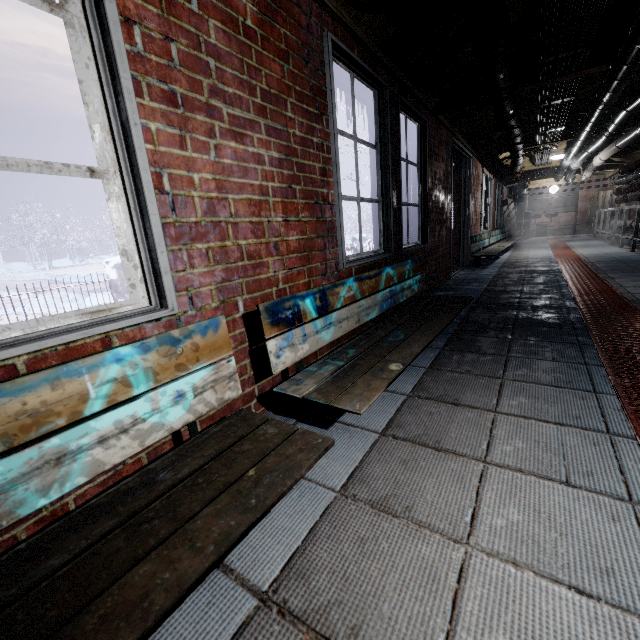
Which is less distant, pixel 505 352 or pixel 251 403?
pixel 251 403

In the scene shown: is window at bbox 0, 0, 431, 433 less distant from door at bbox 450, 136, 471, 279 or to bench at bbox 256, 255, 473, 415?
bench at bbox 256, 255, 473, 415

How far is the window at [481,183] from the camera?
6.5m

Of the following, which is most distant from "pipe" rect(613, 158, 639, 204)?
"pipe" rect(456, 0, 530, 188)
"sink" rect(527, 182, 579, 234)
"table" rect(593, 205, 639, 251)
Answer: "sink" rect(527, 182, 579, 234)

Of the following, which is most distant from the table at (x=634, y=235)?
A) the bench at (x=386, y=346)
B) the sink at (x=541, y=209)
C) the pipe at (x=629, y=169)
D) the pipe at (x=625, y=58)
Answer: the sink at (x=541, y=209)

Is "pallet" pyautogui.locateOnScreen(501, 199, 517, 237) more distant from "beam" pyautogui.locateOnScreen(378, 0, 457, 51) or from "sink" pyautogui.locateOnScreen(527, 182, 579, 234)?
"beam" pyautogui.locateOnScreen(378, 0, 457, 51)

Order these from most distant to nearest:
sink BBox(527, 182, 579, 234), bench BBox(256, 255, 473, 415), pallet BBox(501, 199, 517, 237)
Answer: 1. sink BBox(527, 182, 579, 234)
2. pallet BBox(501, 199, 517, 237)
3. bench BBox(256, 255, 473, 415)

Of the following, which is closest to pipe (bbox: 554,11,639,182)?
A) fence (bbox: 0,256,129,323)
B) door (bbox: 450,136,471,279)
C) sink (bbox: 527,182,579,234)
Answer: door (bbox: 450,136,471,279)
